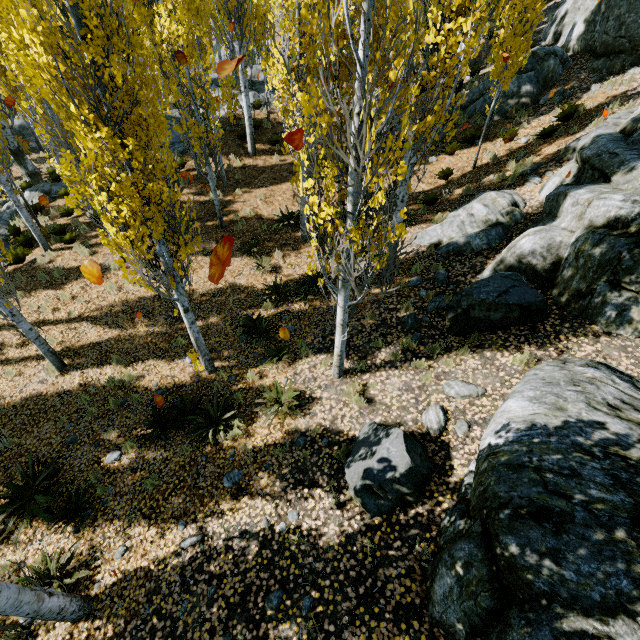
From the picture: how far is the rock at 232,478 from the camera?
6.0m

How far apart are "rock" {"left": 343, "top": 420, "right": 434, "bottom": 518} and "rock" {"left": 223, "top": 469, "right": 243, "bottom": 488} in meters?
2.1 m

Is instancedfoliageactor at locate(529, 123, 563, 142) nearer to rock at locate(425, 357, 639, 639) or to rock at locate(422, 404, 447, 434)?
rock at locate(425, 357, 639, 639)

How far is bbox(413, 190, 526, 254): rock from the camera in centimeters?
913cm

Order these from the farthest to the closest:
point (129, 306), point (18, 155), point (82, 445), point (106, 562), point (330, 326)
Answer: point (18, 155) < point (129, 306) < point (330, 326) < point (82, 445) < point (106, 562)

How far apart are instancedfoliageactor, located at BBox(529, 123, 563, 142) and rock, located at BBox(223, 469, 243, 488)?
14.4m

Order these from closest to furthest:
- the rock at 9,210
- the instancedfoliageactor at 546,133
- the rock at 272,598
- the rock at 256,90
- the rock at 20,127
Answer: the rock at 272,598
the instancedfoliageactor at 546,133
the rock at 9,210
the rock at 256,90
the rock at 20,127

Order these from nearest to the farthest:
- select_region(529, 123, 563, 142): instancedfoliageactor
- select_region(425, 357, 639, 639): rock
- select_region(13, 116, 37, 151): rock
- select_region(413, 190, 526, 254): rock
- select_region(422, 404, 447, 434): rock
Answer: select_region(425, 357, 639, 639): rock, select_region(422, 404, 447, 434): rock, select_region(413, 190, 526, 254): rock, select_region(529, 123, 563, 142): instancedfoliageactor, select_region(13, 116, 37, 151): rock
